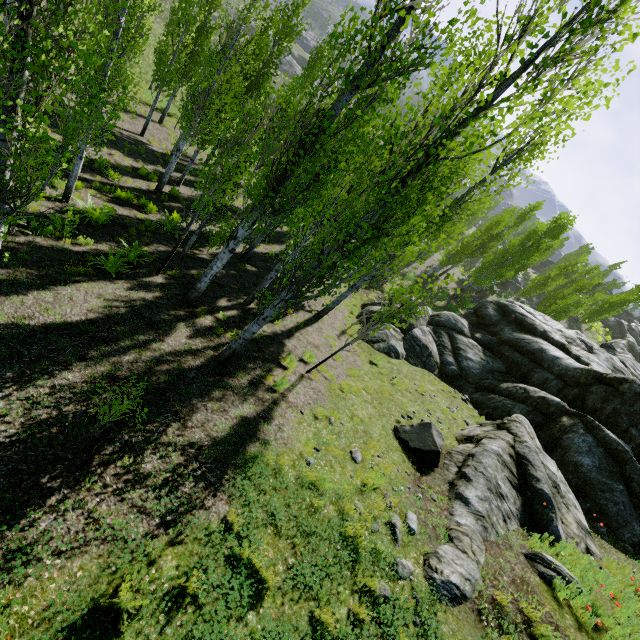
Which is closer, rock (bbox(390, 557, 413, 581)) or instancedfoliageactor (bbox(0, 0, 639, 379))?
instancedfoliageactor (bbox(0, 0, 639, 379))

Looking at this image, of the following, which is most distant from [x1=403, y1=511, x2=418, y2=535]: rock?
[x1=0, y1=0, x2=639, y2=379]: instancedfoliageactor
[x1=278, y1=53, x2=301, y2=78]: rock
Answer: [x1=278, y1=53, x2=301, y2=78]: rock

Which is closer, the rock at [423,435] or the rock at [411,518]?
the rock at [411,518]

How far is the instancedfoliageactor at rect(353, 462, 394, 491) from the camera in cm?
699

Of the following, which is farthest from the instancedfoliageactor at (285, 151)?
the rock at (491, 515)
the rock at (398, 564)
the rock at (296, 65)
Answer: the rock at (296, 65)

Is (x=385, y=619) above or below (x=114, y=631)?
above

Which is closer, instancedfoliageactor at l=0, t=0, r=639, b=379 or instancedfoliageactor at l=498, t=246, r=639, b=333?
instancedfoliageactor at l=0, t=0, r=639, b=379

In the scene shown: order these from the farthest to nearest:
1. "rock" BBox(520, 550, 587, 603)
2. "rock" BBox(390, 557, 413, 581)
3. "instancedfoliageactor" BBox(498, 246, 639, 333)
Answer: "instancedfoliageactor" BBox(498, 246, 639, 333)
"rock" BBox(520, 550, 587, 603)
"rock" BBox(390, 557, 413, 581)
